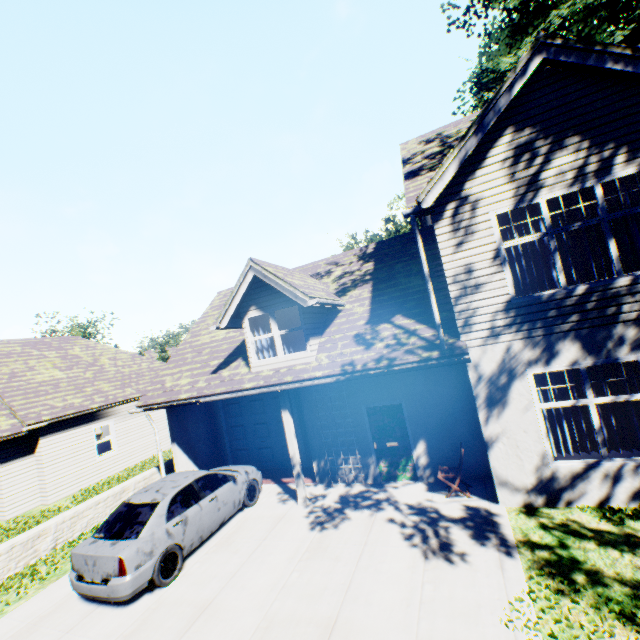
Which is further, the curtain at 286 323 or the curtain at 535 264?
the curtain at 286 323

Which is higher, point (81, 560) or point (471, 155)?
point (471, 155)

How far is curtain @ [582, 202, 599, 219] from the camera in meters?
6.5

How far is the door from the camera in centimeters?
904cm

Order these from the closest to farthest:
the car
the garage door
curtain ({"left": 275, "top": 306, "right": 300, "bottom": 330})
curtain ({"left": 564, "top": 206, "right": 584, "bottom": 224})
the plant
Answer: the car < curtain ({"left": 564, "top": 206, "right": 584, "bottom": 224}) < curtain ({"left": 275, "top": 306, "right": 300, "bottom": 330}) < the garage door < the plant

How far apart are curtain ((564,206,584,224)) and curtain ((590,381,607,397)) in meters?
2.2

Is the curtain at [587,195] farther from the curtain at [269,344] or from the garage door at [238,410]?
the garage door at [238,410]

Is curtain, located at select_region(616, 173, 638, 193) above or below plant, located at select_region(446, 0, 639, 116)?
below
